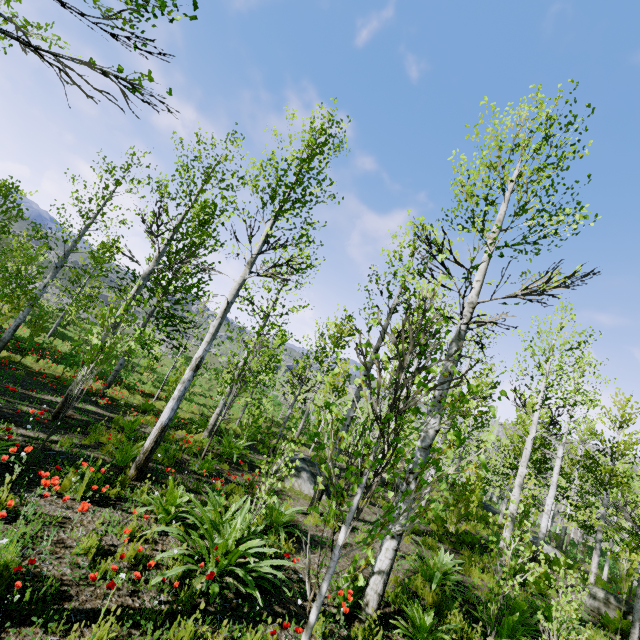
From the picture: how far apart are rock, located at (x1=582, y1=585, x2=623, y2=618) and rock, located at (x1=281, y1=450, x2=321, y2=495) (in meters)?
9.34

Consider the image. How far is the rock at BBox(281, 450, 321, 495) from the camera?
10.1 meters

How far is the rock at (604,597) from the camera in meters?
10.9 m

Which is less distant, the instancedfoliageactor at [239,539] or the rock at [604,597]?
the instancedfoliageactor at [239,539]

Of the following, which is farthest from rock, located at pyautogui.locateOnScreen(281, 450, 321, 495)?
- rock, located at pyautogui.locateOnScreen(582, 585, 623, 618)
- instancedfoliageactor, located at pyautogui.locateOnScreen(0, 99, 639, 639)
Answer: rock, located at pyautogui.locateOnScreen(582, 585, 623, 618)

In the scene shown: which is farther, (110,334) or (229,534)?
(110,334)

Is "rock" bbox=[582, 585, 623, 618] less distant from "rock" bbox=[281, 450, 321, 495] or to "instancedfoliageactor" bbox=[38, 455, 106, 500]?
"instancedfoliageactor" bbox=[38, 455, 106, 500]
